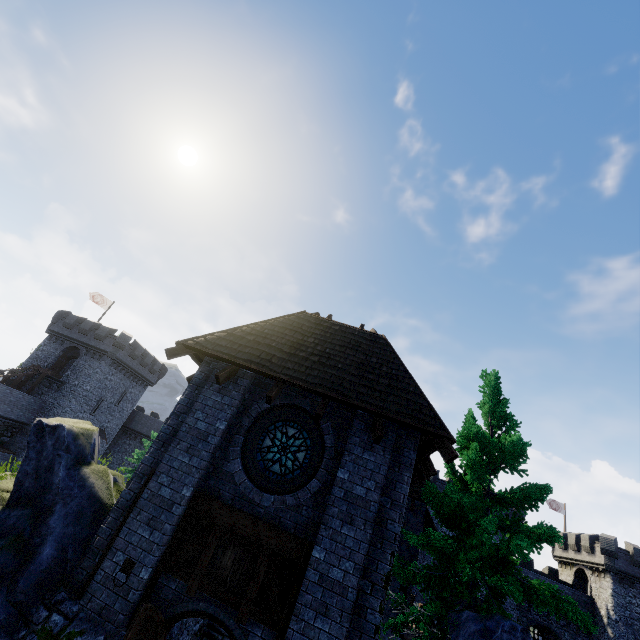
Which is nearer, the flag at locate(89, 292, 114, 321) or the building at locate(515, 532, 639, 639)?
the building at locate(515, 532, 639, 639)

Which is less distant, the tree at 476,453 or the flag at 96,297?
the tree at 476,453

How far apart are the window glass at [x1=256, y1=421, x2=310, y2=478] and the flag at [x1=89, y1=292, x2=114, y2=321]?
44.0m

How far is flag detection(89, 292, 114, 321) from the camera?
41.8m

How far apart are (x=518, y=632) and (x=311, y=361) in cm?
683

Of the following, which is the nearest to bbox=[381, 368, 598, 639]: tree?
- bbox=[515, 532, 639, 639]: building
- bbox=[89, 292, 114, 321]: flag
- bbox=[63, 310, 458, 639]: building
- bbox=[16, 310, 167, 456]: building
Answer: bbox=[63, 310, 458, 639]: building

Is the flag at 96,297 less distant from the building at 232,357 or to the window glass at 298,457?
the building at 232,357

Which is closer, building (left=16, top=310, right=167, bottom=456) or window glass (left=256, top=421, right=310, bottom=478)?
window glass (left=256, top=421, right=310, bottom=478)
